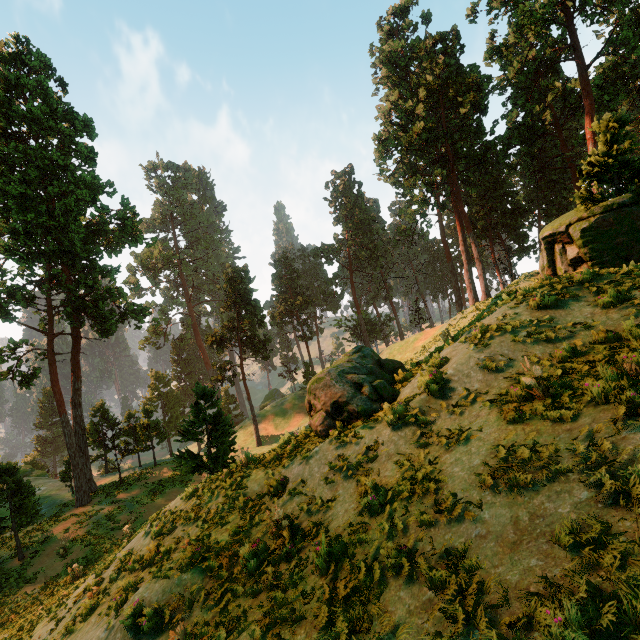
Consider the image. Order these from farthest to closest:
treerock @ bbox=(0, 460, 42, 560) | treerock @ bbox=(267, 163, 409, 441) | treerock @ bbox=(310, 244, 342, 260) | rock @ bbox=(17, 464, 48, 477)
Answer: treerock @ bbox=(310, 244, 342, 260) → rock @ bbox=(17, 464, 48, 477) → treerock @ bbox=(0, 460, 42, 560) → treerock @ bbox=(267, 163, 409, 441)

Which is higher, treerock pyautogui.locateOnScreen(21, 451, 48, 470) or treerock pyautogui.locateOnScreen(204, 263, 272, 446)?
treerock pyautogui.locateOnScreen(204, 263, 272, 446)

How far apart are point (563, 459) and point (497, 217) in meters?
48.2 m

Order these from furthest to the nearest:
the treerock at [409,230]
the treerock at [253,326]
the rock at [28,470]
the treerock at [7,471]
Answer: the treerock at [409,230] < the treerock at [253,326] < the rock at [28,470] < the treerock at [7,471]

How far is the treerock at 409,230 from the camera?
52.4m

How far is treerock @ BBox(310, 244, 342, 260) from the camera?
57.6m

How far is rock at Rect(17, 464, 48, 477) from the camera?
38.8m
